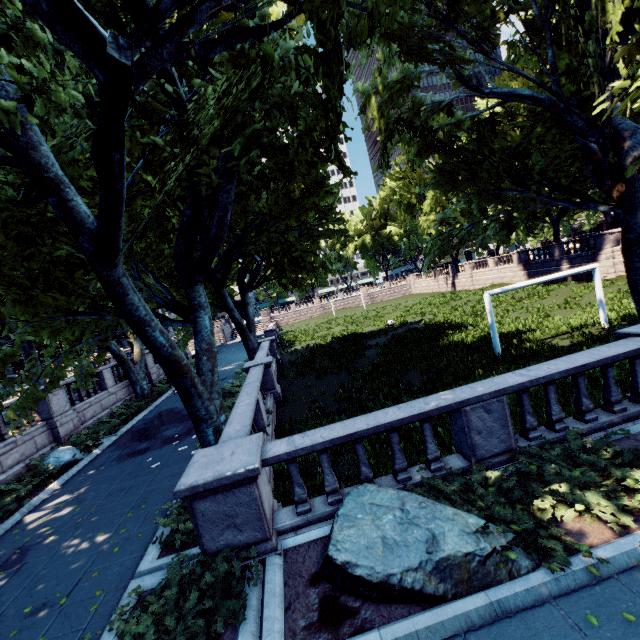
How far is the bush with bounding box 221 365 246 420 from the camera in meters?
14.1

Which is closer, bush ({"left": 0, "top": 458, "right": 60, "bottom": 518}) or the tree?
Result: the tree

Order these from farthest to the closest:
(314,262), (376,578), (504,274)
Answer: (504,274) < (314,262) < (376,578)

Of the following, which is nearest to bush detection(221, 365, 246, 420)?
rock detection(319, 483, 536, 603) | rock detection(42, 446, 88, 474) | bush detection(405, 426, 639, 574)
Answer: rock detection(42, 446, 88, 474)

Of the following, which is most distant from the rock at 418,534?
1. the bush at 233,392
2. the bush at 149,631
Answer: the bush at 233,392

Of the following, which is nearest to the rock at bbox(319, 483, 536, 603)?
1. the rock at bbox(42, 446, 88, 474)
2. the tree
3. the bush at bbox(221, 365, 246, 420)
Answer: the tree

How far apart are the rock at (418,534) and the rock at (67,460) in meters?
12.0 m

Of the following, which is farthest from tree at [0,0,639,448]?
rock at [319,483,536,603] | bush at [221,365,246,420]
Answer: rock at [319,483,536,603]
